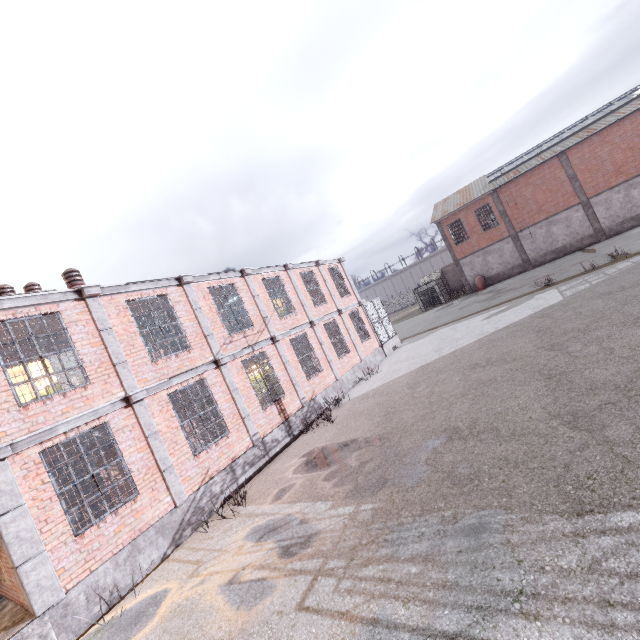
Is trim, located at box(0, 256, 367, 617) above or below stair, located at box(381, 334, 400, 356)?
above

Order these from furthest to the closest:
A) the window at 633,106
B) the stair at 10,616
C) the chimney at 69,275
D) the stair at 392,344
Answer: the window at 633,106, the stair at 392,344, the chimney at 69,275, the stair at 10,616

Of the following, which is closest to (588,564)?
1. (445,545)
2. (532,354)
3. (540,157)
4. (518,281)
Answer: (445,545)

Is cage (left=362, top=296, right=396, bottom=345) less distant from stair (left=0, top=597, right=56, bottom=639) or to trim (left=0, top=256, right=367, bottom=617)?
trim (left=0, top=256, right=367, bottom=617)

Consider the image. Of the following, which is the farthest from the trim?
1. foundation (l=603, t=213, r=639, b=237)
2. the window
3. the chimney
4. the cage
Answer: foundation (l=603, t=213, r=639, b=237)

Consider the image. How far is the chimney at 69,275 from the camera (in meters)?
10.09

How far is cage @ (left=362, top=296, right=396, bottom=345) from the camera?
21.2m

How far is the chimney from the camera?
10.1 meters
